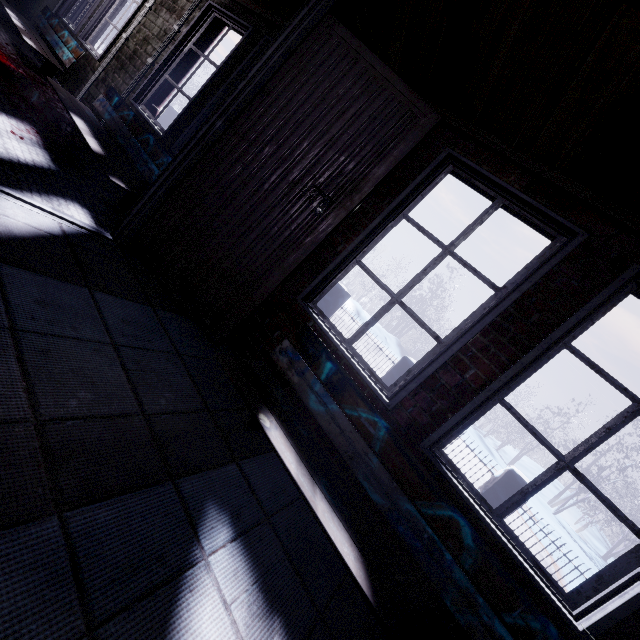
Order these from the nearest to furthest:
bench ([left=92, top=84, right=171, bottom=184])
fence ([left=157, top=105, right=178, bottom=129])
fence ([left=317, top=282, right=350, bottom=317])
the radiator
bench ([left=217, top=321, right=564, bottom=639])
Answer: bench ([left=217, top=321, right=564, bottom=639]), bench ([left=92, top=84, right=171, bottom=184]), the radiator, fence ([left=317, top=282, right=350, bottom=317]), fence ([left=157, top=105, right=178, bottom=129])

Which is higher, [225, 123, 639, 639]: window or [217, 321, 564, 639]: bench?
[225, 123, 639, 639]: window

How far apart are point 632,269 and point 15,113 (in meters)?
4.08

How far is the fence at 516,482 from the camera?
4.83m

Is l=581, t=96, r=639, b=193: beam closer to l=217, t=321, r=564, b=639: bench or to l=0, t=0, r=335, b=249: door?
l=0, t=0, r=335, b=249: door

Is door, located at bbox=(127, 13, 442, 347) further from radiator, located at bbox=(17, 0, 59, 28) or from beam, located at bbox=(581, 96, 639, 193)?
radiator, located at bbox=(17, 0, 59, 28)

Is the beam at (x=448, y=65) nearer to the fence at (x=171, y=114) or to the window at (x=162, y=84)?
the window at (x=162, y=84)

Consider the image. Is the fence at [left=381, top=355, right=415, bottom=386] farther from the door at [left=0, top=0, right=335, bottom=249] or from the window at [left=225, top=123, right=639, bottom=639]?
the door at [left=0, top=0, right=335, bottom=249]
